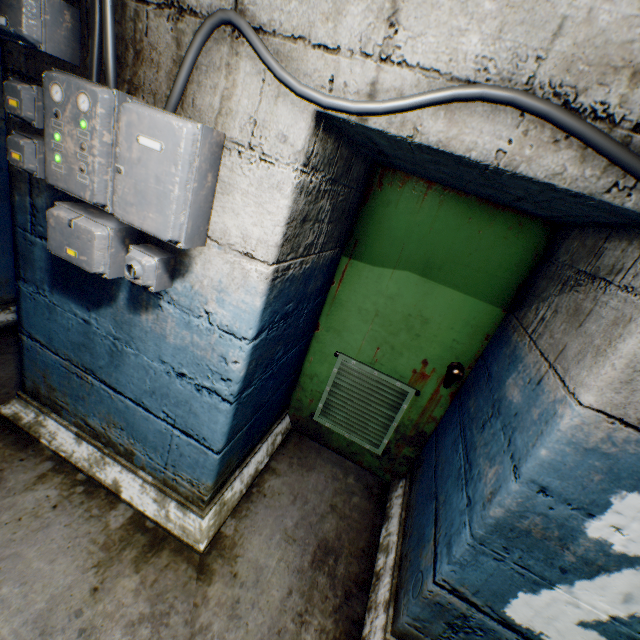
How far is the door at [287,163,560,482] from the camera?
1.8 meters

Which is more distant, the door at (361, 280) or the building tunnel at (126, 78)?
the door at (361, 280)

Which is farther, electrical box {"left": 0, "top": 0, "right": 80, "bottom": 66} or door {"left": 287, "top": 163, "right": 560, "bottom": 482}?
door {"left": 287, "top": 163, "right": 560, "bottom": 482}

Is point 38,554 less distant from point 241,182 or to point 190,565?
point 190,565

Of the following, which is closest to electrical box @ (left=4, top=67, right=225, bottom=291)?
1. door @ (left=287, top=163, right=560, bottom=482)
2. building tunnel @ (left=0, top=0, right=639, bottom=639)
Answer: building tunnel @ (left=0, top=0, right=639, bottom=639)

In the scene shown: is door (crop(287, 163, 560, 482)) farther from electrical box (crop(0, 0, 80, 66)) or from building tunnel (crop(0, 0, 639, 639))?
electrical box (crop(0, 0, 80, 66))

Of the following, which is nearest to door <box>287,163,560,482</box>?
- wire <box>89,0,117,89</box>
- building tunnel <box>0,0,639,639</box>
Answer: building tunnel <box>0,0,639,639</box>

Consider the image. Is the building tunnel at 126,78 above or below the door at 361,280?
above
